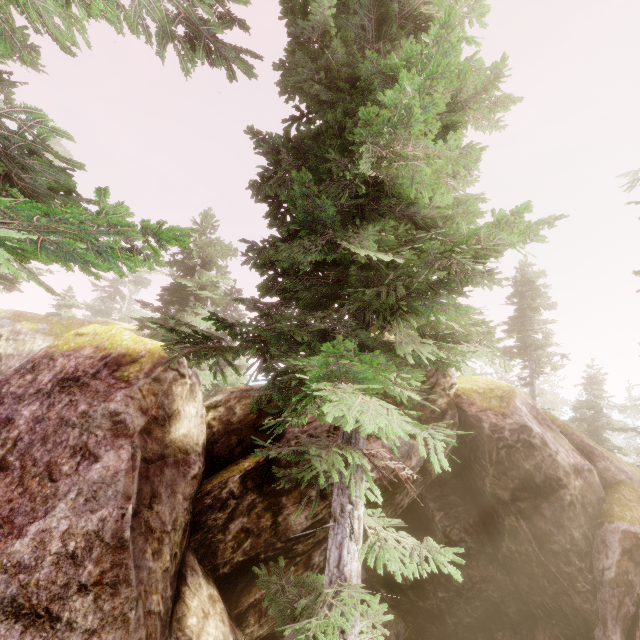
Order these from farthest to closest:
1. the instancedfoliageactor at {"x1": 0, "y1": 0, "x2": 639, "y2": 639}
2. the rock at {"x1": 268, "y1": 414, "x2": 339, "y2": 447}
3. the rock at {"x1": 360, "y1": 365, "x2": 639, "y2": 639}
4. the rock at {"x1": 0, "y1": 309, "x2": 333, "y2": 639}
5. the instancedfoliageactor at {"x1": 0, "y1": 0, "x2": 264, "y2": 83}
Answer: the rock at {"x1": 360, "y1": 365, "x2": 639, "y2": 639} < the rock at {"x1": 268, "y1": 414, "x2": 339, "y2": 447} < the rock at {"x1": 0, "y1": 309, "x2": 333, "y2": 639} < the instancedfoliageactor at {"x1": 0, "y1": 0, "x2": 264, "y2": 83} < the instancedfoliageactor at {"x1": 0, "y1": 0, "x2": 639, "y2": 639}

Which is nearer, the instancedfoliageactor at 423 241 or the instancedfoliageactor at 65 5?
the instancedfoliageactor at 423 241

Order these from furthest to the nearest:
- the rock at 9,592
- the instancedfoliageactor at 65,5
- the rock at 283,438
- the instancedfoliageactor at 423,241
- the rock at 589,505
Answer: the rock at 589,505 < the rock at 283,438 < the rock at 9,592 < the instancedfoliageactor at 65,5 < the instancedfoliageactor at 423,241

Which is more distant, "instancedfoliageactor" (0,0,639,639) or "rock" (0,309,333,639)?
"rock" (0,309,333,639)

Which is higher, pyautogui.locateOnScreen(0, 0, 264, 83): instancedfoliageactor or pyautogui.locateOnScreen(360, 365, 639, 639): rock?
pyautogui.locateOnScreen(0, 0, 264, 83): instancedfoliageactor

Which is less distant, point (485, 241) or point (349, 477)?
point (485, 241)

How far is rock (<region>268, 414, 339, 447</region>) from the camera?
9.0m
